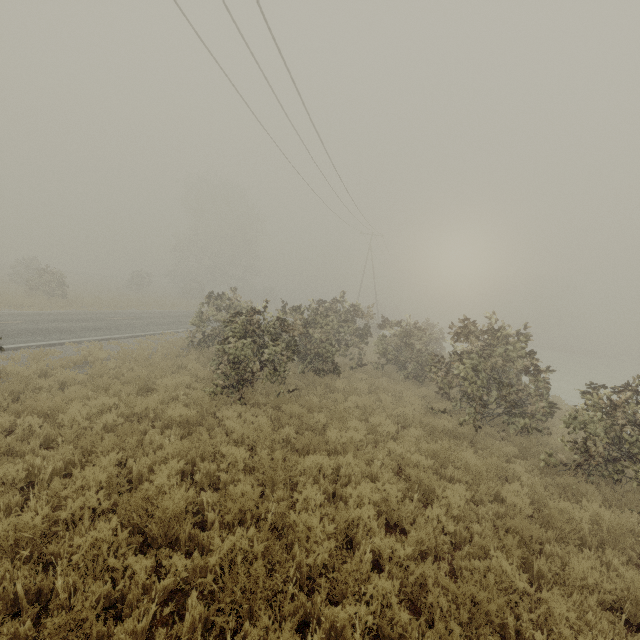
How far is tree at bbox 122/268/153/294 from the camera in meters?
39.0

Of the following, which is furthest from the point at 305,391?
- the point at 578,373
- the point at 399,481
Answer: the point at 578,373

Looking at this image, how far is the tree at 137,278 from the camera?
39.0m
